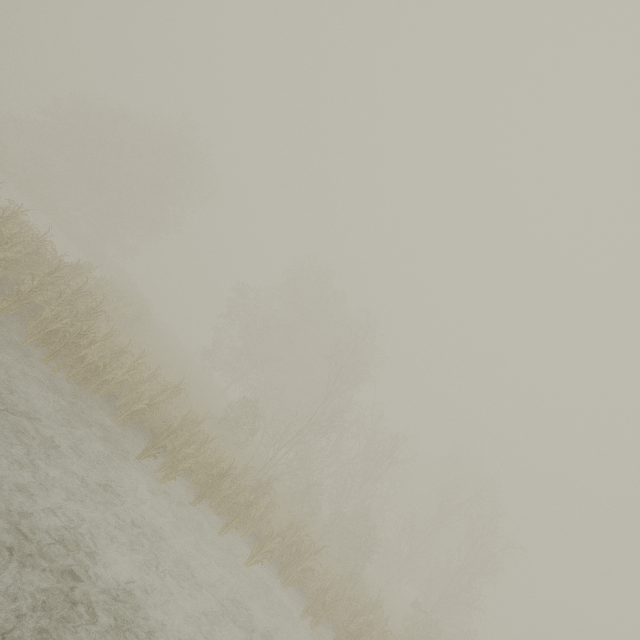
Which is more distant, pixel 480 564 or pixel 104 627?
pixel 480 564
